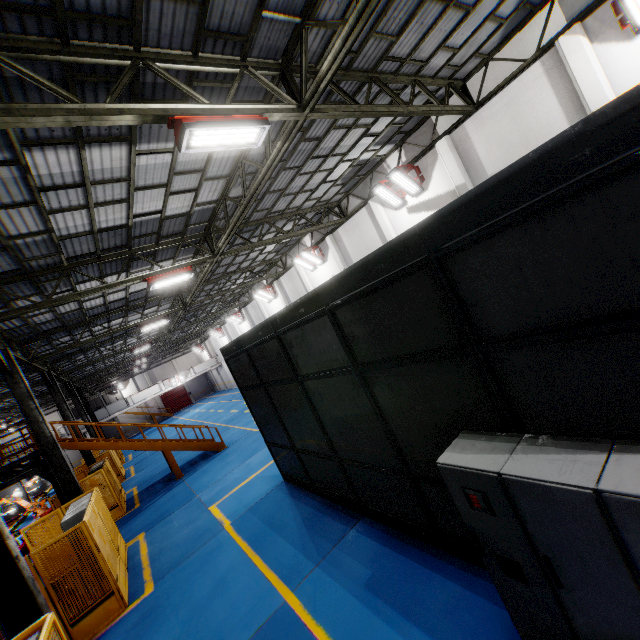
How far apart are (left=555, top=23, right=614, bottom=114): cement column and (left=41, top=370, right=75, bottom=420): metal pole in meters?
25.6 m

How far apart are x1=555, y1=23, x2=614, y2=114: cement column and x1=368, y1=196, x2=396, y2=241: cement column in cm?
748

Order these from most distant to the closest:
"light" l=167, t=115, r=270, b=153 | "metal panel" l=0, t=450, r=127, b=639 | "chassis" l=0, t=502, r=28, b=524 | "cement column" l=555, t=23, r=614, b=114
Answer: "chassis" l=0, t=502, r=28, b=524 → "cement column" l=555, t=23, r=614, b=114 → "metal panel" l=0, t=450, r=127, b=639 → "light" l=167, t=115, r=270, b=153

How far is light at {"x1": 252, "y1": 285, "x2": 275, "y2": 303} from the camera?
25.6 meters

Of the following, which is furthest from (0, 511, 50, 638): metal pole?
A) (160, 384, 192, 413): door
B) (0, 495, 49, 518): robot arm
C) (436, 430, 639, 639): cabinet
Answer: (160, 384, 192, 413): door

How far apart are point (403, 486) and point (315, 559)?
2.5m

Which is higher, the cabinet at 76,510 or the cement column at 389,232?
the cement column at 389,232

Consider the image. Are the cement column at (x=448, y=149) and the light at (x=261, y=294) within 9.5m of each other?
no
